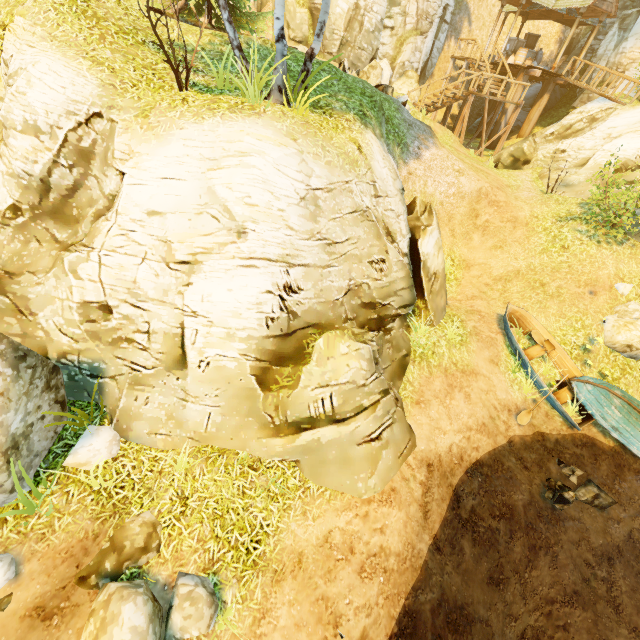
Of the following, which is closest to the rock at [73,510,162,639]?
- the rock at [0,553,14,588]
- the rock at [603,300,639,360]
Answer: the rock at [0,553,14,588]

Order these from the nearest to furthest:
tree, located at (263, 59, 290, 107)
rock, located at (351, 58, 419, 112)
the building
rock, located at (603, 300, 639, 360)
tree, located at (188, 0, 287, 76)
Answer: tree, located at (188, 0, 287, 76) < tree, located at (263, 59, 290, 107) < rock, located at (603, 300, 639, 360) < rock, located at (351, 58, 419, 112) < the building

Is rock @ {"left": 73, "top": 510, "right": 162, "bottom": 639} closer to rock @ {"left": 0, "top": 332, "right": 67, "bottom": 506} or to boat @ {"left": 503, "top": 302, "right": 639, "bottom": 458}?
rock @ {"left": 0, "top": 332, "right": 67, "bottom": 506}

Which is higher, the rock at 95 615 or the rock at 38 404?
the rock at 38 404

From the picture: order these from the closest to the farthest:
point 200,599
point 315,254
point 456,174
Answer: point 200,599, point 315,254, point 456,174

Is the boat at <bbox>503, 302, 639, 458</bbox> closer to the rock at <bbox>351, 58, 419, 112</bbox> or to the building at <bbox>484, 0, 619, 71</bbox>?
the rock at <bbox>351, 58, 419, 112</bbox>

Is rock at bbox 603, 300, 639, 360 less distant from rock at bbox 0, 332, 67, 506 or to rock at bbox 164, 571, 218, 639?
rock at bbox 164, 571, 218, 639

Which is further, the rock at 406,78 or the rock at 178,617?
the rock at 406,78
